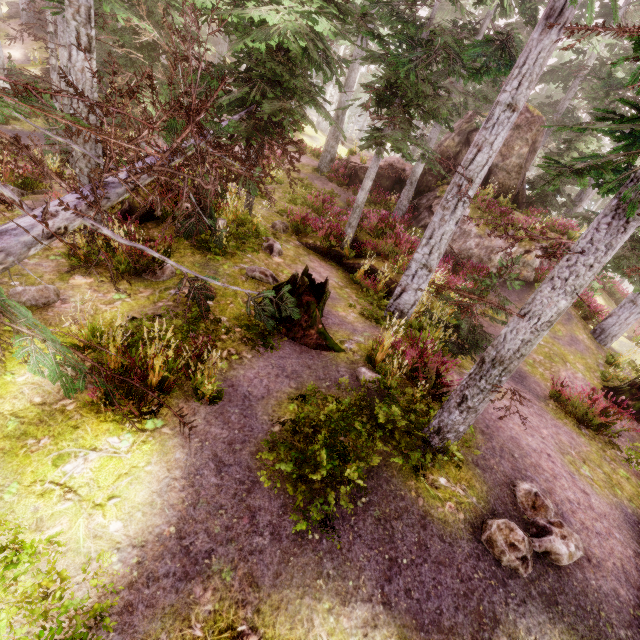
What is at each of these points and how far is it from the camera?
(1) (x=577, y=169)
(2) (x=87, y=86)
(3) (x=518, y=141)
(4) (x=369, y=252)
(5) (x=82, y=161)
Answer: (1) instancedfoliageactor, 2.85m
(2) instancedfoliageactor, 6.57m
(3) rock, 17.38m
(4) instancedfoliageactor, 12.25m
(5) instancedfoliageactor, 7.19m

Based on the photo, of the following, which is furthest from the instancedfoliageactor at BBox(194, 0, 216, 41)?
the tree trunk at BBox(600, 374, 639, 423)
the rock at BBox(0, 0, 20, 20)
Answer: the tree trunk at BBox(600, 374, 639, 423)

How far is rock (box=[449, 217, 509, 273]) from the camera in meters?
15.1 m

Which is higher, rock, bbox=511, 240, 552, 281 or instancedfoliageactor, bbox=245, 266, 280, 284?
rock, bbox=511, 240, 552, 281

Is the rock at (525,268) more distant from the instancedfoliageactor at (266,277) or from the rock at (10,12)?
the rock at (10,12)

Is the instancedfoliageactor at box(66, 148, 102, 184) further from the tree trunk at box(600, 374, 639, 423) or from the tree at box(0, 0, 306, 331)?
the tree trunk at box(600, 374, 639, 423)

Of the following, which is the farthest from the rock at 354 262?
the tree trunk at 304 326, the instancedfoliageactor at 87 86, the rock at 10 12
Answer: the rock at 10 12

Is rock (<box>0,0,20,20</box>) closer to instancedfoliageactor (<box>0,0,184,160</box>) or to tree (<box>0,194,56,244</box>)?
instancedfoliageactor (<box>0,0,184,160</box>)
